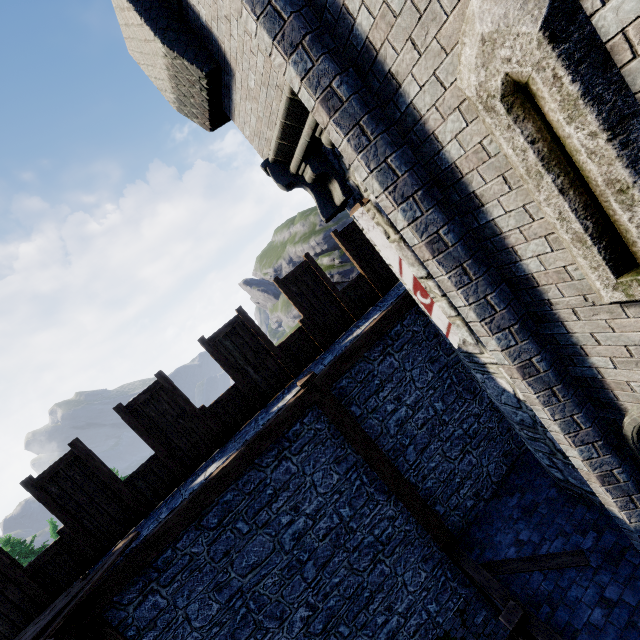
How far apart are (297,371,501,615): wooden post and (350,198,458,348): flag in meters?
2.4

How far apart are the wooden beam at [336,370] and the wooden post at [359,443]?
0.0m

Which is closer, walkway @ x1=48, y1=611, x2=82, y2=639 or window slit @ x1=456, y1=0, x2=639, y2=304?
window slit @ x1=456, y1=0, x2=639, y2=304

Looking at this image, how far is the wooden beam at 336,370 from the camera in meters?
6.4 m

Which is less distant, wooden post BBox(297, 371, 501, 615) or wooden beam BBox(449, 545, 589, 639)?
wooden beam BBox(449, 545, 589, 639)

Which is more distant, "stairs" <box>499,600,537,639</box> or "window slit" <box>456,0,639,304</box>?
"stairs" <box>499,600,537,639</box>

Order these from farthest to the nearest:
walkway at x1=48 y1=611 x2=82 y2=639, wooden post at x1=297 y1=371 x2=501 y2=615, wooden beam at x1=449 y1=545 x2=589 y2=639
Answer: wooden post at x1=297 y1=371 x2=501 y2=615
wooden beam at x1=449 y1=545 x2=589 y2=639
walkway at x1=48 y1=611 x2=82 y2=639

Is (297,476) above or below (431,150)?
below
